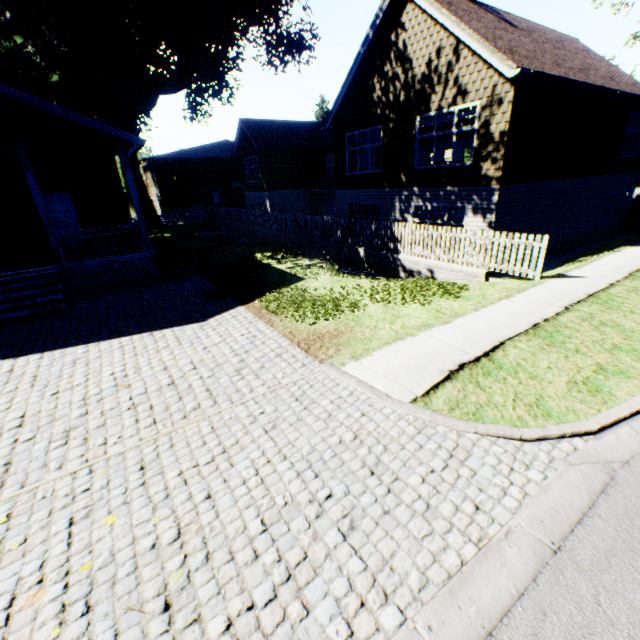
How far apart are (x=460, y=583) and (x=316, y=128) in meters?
33.9 m

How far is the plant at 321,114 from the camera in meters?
46.8 m

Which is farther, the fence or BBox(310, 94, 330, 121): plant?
BBox(310, 94, 330, 121): plant

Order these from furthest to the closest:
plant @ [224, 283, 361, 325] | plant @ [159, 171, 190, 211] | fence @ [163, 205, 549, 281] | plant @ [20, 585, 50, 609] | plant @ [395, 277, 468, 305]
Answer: plant @ [159, 171, 190, 211], fence @ [163, 205, 549, 281], plant @ [395, 277, 468, 305], plant @ [224, 283, 361, 325], plant @ [20, 585, 50, 609]

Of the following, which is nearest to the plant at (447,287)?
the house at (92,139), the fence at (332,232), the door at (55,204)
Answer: the fence at (332,232)

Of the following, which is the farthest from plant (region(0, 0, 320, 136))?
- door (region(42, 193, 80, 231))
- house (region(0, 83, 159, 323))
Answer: door (region(42, 193, 80, 231))

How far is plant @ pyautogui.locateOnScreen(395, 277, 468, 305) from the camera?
8.4 meters

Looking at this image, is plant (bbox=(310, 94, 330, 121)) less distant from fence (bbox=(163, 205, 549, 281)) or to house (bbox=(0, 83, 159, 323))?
fence (bbox=(163, 205, 549, 281))
